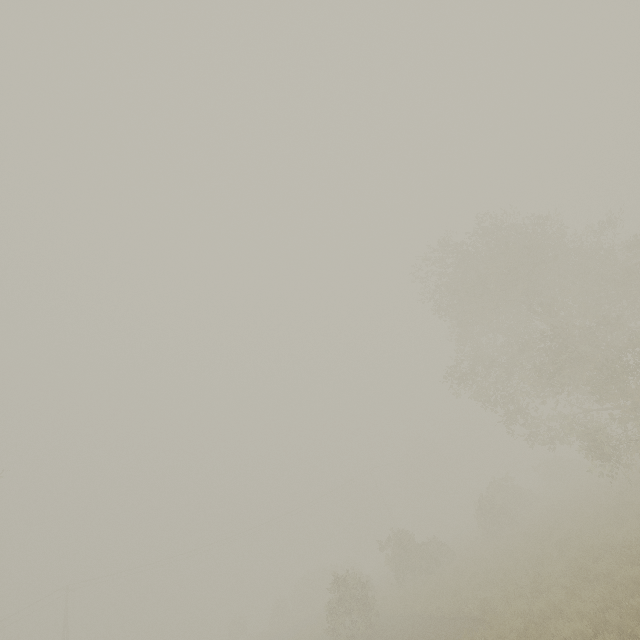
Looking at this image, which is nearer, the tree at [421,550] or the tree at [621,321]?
the tree at [621,321]

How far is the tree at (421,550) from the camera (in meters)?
22.50

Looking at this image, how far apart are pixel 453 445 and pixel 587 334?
48.4m

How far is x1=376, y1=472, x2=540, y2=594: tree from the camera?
22.5m

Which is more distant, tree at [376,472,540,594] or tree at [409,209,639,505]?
tree at [376,472,540,594]
